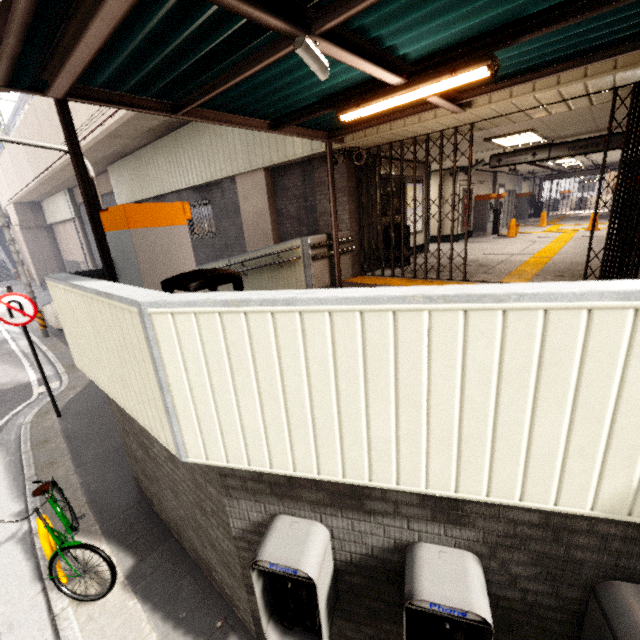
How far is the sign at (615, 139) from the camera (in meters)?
7.77

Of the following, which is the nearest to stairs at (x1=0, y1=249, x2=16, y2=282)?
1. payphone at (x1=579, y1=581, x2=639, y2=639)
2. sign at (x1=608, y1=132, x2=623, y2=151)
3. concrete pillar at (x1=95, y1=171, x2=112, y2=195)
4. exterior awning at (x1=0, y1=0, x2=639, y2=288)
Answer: concrete pillar at (x1=95, y1=171, x2=112, y2=195)

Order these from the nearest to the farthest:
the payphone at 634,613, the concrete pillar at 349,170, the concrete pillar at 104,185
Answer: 1. the payphone at 634,613
2. the concrete pillar at 349,170
3. the concrete pillar at 104,185

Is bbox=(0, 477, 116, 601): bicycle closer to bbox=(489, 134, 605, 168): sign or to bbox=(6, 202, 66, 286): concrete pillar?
bbox=(489, 134, 605, 168): sign

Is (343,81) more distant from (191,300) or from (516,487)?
(516,487)

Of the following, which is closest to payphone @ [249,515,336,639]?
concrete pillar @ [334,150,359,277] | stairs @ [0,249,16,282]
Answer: concrete pillar @ [334,150,359,277]

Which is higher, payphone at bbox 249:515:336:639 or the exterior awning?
the exterior awning

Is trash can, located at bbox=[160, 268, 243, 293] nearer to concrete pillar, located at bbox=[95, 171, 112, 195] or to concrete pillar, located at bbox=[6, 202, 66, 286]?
concrete pillar, located at bbox=[95, 171, 112, 195]
